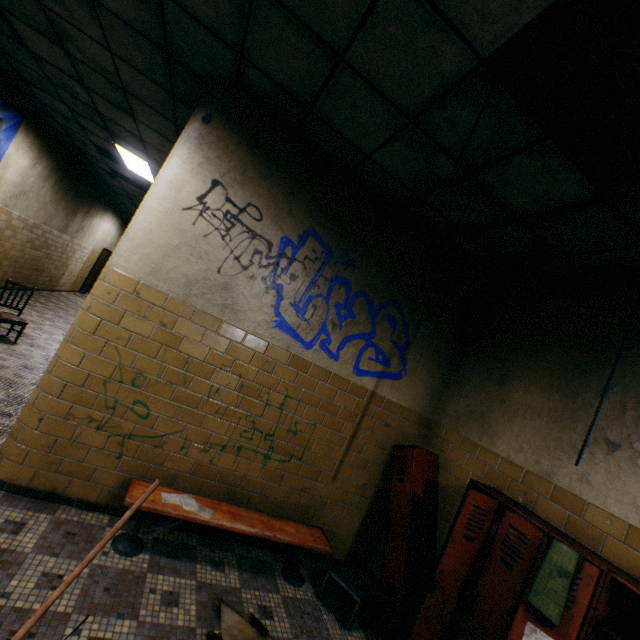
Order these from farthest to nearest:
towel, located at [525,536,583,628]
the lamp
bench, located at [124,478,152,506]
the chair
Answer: the lamp < the chair < bench, located at [124,478,152,506] < towel, located at [525,536,583,628]

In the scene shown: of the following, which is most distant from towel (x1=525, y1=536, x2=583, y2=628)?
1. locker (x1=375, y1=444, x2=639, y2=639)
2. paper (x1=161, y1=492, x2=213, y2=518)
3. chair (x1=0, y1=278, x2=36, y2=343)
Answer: chair (x1=0, y1=278, x2=36, y2=343)

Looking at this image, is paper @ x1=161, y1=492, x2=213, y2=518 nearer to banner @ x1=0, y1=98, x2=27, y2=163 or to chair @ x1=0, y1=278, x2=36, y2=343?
chair @ x1=0, y1=278, x2=36, y2=343

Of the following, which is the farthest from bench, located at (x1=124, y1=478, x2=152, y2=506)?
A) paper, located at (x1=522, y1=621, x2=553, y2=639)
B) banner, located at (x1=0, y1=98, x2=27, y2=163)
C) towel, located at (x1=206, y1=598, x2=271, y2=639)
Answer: banner, located at (x1=0, y1=98, x2=27, y2=163)

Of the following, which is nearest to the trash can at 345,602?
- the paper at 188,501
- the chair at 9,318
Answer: the paper at 188,501

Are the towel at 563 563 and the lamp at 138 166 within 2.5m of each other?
no

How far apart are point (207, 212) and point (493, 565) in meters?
3.8

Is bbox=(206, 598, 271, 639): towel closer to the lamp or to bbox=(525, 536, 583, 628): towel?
bbox=(525, 536, 583, 628): towel
